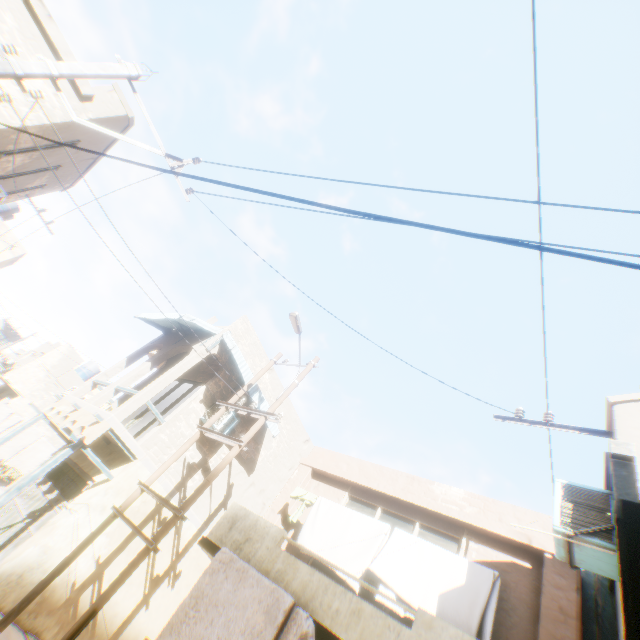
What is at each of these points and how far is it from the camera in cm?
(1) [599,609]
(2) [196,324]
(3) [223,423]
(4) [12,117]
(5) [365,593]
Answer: (1) wooden beam, 580
(2) awning, 1204
(3) air conditioner, 1120
(4) building, 661
(5) window, 687

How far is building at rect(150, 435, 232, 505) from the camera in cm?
1038

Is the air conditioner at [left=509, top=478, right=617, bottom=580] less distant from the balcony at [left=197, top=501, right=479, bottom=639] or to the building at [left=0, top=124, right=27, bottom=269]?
the building at [left=0, top=124, right=27, bottom=269]

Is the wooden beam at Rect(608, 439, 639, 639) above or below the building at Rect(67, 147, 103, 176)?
below

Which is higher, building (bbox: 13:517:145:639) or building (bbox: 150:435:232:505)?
building (bbox: 150:435:232:505)

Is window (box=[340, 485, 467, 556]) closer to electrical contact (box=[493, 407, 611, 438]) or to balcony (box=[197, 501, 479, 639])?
balcony (box=[197, 501, 479, 639])

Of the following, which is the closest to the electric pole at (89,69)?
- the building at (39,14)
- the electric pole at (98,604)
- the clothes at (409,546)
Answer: the building at (39,14)

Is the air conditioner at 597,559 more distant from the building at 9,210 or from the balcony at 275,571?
the balcony at 275,571
